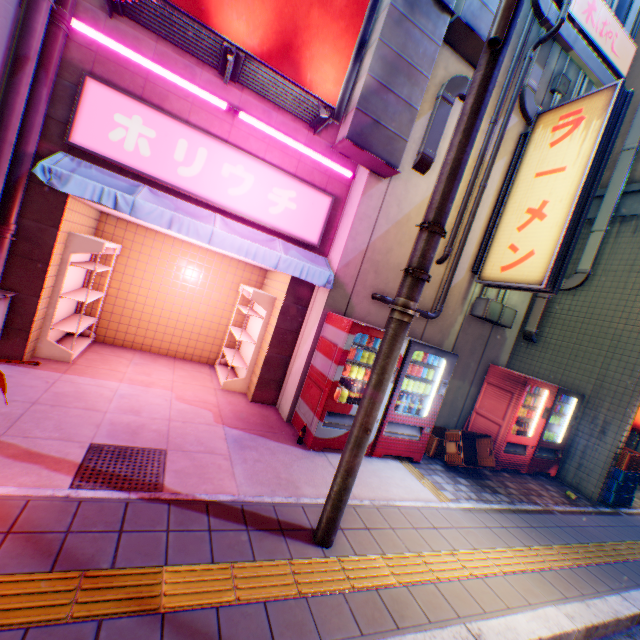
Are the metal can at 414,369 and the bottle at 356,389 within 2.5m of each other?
yes

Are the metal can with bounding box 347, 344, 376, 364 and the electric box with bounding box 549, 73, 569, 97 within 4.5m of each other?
no

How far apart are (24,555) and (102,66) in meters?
5.4

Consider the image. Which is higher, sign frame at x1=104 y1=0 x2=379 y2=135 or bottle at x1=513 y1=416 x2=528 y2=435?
sign frame at x1=104 y1=0 x2=379 y2=135

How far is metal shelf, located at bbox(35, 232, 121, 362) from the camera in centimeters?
489cm

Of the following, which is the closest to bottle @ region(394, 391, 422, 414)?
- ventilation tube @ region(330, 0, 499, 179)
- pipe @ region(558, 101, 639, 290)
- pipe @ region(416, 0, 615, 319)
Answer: pipe @ region(416, 0, 615, 319)

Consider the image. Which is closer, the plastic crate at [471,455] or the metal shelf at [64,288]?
the metal shelf at [64,288]

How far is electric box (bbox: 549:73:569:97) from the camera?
6.43m
